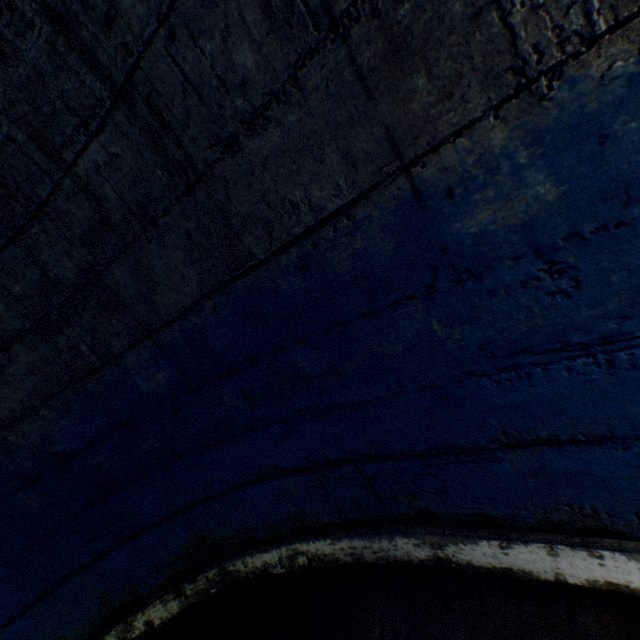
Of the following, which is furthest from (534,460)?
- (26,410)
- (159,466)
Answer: (26,410)
